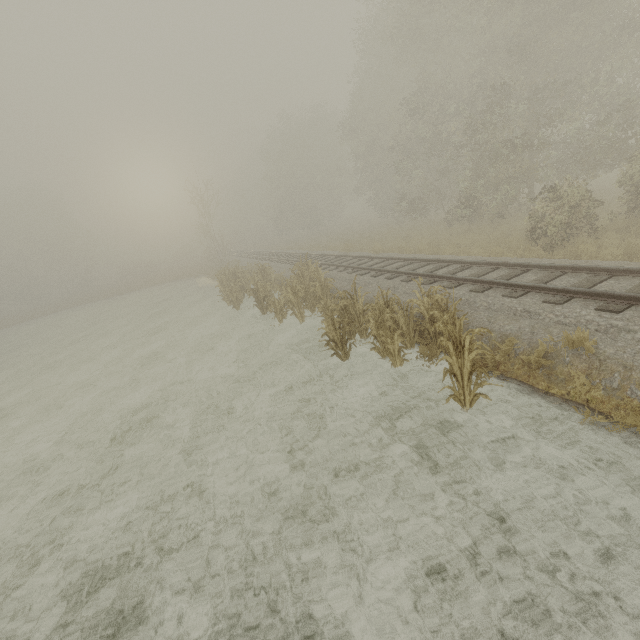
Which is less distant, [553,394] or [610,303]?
[553,394]
